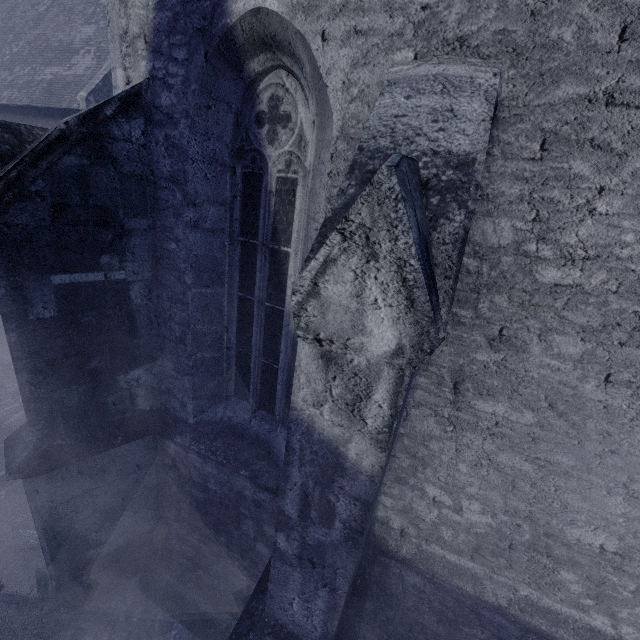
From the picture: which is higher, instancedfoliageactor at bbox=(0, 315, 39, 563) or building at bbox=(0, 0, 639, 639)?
building at bbox=(0, 0, 639, 639)

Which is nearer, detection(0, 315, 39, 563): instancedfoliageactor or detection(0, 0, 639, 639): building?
detection(0, 0, 639, 639): building

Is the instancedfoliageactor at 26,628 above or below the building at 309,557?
below

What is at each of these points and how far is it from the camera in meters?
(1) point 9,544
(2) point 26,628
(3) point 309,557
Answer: (1) instancedfoliageactor, 4.5 m
(2) instancedfoliageactor, 3.7 m
(3) building, 1.8 m

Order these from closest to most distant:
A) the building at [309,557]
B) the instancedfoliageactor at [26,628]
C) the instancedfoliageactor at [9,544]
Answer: the building at [309,557] → the instancedfoliageactor at [26,628] → the instancedfoliageactor at [9,544]

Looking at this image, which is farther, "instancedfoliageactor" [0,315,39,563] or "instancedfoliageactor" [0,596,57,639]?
"instancedfoliageactor" [0,315,39,563]

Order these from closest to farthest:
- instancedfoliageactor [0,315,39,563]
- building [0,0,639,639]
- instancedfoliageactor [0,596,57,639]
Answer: building [0,0,639,639] → instancedfoliageactor [0,596,57,639] → instancedfoliageactor [0,315,39,563]
